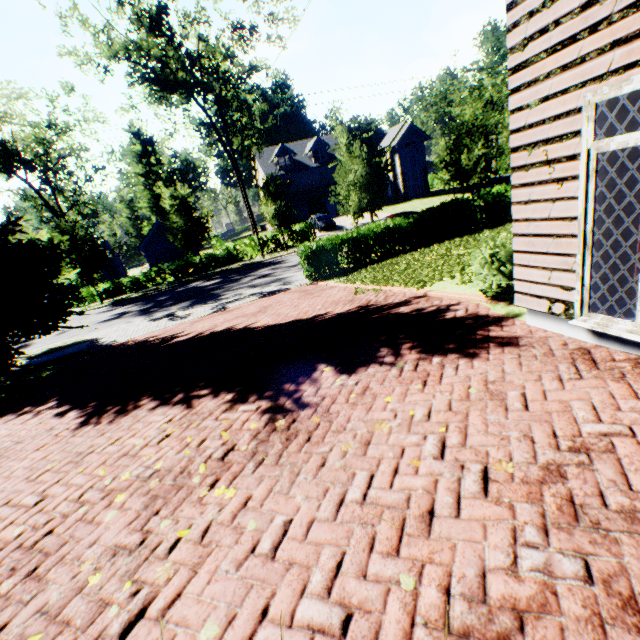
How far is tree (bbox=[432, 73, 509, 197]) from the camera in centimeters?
Result: 1793cm

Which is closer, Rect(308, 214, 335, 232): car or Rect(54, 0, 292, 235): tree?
Rect(54, 0, 292, 235): tree

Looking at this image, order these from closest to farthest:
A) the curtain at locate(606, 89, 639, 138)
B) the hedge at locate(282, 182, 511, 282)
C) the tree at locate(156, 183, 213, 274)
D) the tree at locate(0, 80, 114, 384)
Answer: the curtain at locate(606, 89, 639, 138)
the tree at locate(0, 80, 114, 384)
the hedge at locate(282, 182, 511, 282)
the tree at locate(156, 183, 213, 274)

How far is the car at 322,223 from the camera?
34.1 meters

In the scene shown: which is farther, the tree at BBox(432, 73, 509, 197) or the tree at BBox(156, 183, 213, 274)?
the tree at BBox(156, 183, 213, 274)

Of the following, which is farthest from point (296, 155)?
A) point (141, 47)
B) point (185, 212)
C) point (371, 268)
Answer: point (371, 268)

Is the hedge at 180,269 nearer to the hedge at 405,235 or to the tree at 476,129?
the tree at 476,129
